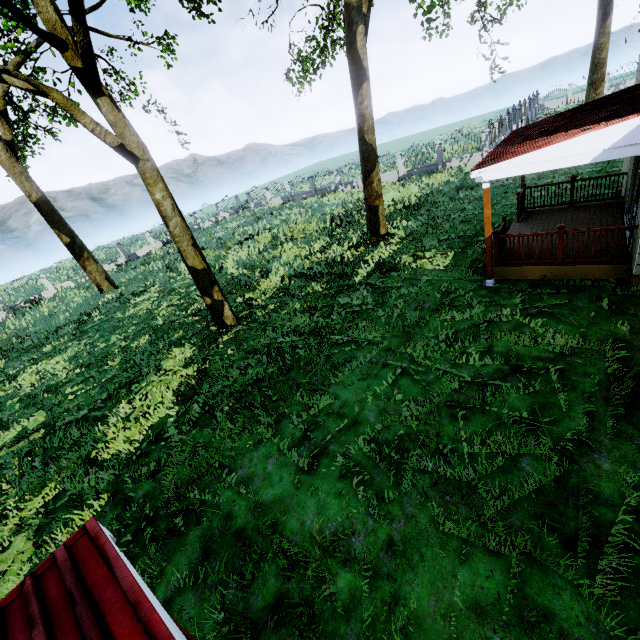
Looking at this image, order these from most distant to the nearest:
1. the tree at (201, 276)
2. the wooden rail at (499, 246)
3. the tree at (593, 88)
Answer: the tree at (593, 88), the tree at (201, 276), the wooden rail at (499, 246)

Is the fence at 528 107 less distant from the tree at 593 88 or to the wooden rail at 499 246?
the tree at 593 88

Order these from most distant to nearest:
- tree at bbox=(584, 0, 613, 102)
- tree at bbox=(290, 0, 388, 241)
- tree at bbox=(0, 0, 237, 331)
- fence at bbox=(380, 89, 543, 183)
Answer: fence at bbox=(380, 89, 543, 183) → tree at bbox=(584, 0, 613, 102) → tree at bbox=(290, 0, 388, 241) → tree at bbox=(0, 0, 237, 331)

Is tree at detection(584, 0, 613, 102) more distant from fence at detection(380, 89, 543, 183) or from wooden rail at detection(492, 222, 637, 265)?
wooden rail at detection(492, 222, 637, 265)

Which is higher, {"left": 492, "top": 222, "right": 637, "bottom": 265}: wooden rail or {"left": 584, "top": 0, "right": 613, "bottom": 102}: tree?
{"left": 584, "top": 0, "right": 613, "bottom": 102}: tree

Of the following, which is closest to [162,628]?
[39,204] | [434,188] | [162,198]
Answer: [162,198]
